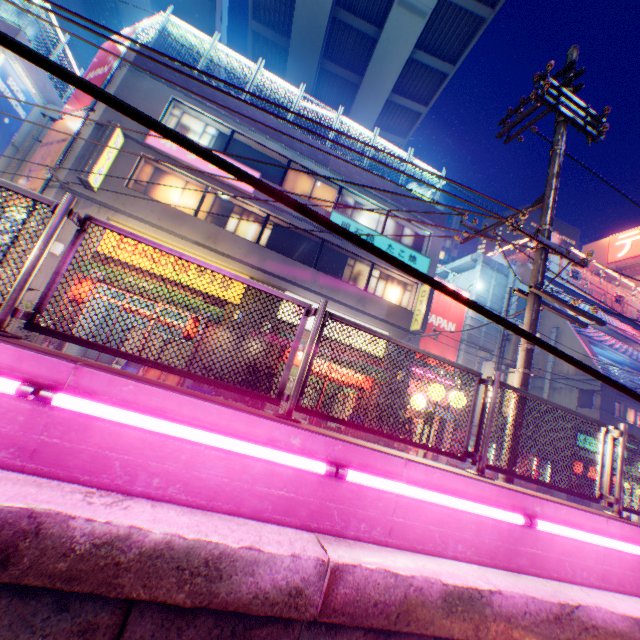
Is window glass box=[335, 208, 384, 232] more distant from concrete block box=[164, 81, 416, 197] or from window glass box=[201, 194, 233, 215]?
window glass box=[201, 194, 233, 215]

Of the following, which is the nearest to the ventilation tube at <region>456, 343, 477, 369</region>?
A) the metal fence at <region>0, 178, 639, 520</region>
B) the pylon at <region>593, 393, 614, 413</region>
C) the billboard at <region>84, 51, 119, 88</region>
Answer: the metal fence at <region>0, 178, 639, 520</region>

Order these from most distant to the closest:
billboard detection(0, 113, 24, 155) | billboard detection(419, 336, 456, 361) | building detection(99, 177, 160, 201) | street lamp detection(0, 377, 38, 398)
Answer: billboard detection(419, 336, 456, 361) < billboard detection(0, 113, 24, 155) < building detection(99, 177, 160, 201) < street lamp detection(0, 377, 38, 398)

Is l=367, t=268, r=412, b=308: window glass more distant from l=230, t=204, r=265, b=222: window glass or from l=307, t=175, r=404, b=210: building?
l=230, t=204, r=265, b=222: window glass

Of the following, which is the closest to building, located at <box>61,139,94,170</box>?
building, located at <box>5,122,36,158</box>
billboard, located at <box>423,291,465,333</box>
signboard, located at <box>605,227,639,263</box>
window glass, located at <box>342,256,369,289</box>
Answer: window glass, located at <box>342,256,369,289</box>

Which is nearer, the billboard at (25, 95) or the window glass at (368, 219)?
the billboard at (25, 95)

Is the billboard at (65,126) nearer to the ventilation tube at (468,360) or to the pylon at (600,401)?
the ventilation tube at (468,360)

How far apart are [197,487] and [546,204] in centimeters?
718cm
